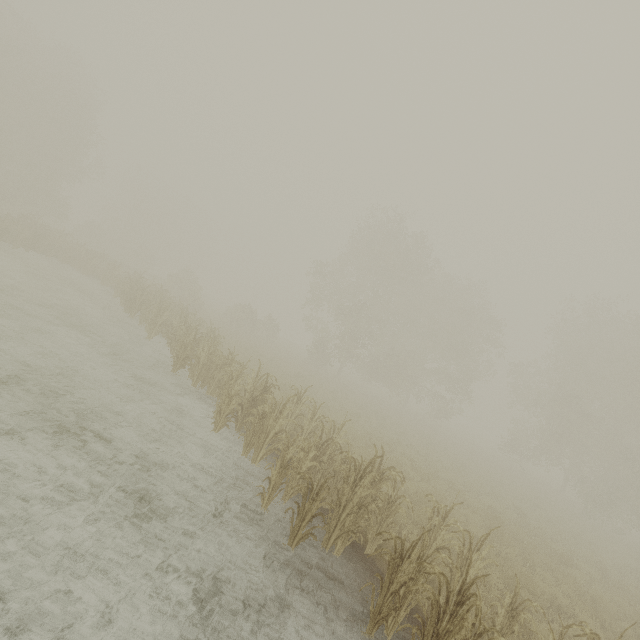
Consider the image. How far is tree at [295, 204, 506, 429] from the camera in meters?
29.0

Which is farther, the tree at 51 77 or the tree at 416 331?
the tree at 416 331

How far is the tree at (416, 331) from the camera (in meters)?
29.03

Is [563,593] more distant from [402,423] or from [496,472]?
[496,472]

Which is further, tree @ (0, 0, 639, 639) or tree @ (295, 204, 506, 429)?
tree @ (295, 204, 506, 429)
